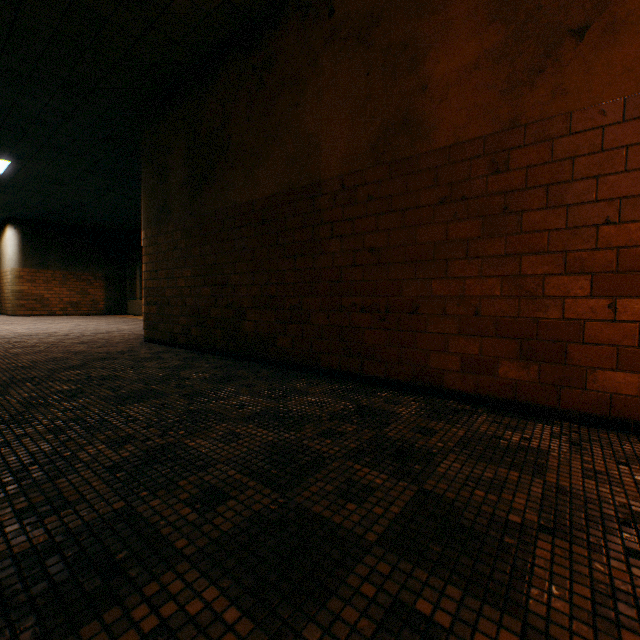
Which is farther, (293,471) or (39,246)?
(39,246)
